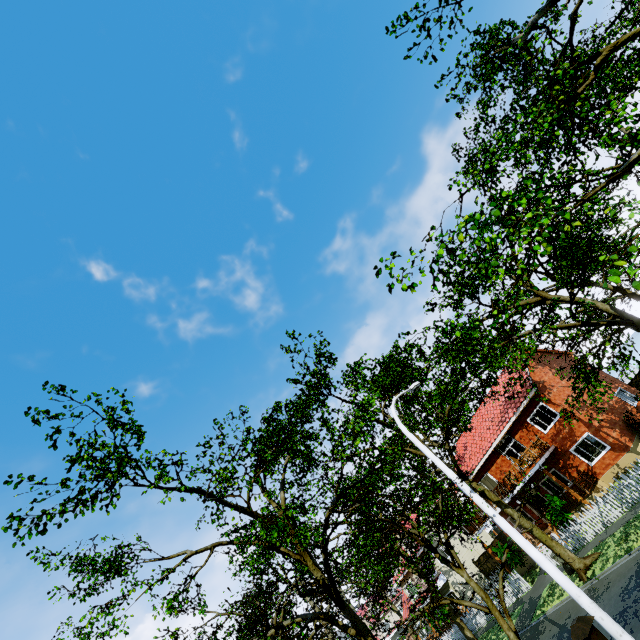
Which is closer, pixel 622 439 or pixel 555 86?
pixel 555 86

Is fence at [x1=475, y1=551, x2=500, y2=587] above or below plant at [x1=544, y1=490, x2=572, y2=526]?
above

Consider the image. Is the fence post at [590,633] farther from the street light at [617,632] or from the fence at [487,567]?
the fence at [487,567]

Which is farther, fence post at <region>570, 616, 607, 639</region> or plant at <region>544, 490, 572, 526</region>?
plant at <region>544, 490, 572, 526</region>

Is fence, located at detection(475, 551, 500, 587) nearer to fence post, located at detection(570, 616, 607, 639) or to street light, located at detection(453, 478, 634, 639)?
street light, located at detection(453, 478, 634, 639)

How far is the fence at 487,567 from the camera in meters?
29.1

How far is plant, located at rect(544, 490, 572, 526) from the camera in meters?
20.2 m
